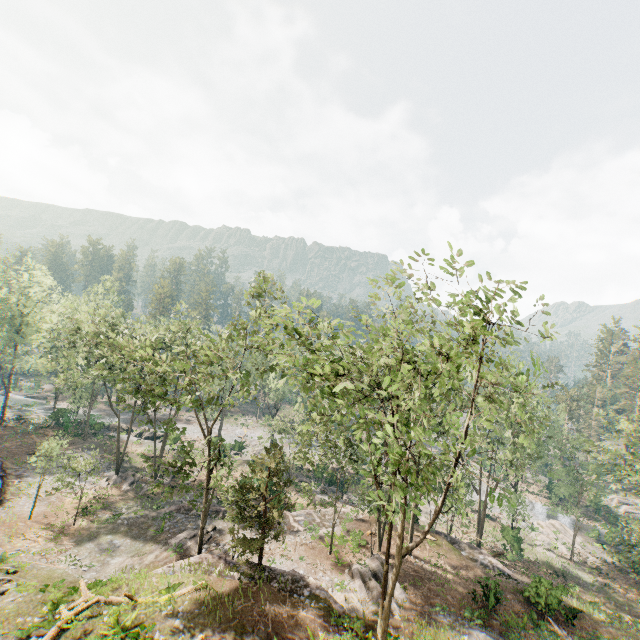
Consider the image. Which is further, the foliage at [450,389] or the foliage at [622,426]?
the foliage at [622,426]

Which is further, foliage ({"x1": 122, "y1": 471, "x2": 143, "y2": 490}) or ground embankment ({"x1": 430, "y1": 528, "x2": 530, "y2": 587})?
foliage ({"x1": 122, "y1": 471, "x2": 143, "y2": 490})

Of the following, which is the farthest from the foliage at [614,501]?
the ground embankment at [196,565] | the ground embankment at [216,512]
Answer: the ground embankment at [216,512]

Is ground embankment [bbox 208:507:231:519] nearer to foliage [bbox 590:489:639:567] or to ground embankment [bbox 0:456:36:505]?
ground embankment [bbox 0:456:36:505]

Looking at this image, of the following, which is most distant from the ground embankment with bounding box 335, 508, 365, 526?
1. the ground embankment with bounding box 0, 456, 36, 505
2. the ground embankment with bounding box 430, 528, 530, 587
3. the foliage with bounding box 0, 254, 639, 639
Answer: the ground embankment with bounding box 430, 528, 530, 587

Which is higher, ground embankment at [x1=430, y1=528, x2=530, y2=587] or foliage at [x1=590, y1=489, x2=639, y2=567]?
ground embankment at [x1=430, y1=528, x2=530, y2=587]

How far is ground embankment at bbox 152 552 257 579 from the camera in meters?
19.8

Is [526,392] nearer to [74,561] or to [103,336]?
[103,336]
